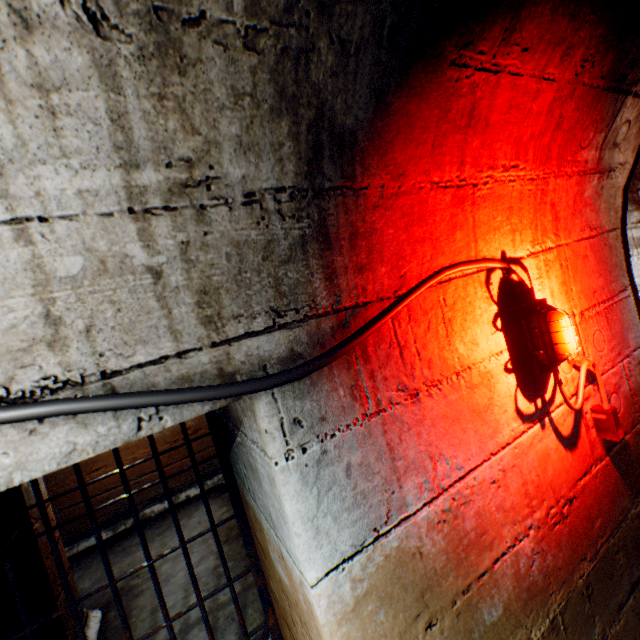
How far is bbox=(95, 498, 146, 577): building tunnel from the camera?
3.9m

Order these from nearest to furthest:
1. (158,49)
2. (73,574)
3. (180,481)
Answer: (158,49) < (73,574) < (180,481)

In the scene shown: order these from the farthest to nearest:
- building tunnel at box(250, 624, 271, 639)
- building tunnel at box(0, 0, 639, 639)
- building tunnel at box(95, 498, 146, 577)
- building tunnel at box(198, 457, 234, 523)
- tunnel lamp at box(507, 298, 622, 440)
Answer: building tunnel at box(198, 457, 234, 523)
building tunnel at box(95, 498, 146, 577)
building tunnel at box(250, 624, 271, 639)
tunnel lamp at box(507, 298, 622, 440)
building tunnel at box(0, 0, 639, 639)

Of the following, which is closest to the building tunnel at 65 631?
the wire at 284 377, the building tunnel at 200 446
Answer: the wire at 284 377

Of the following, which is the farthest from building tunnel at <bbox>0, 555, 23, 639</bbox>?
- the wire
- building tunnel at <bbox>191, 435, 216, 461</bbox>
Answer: building tunnel at <bbox>191, 435, 216, 461</bbox>

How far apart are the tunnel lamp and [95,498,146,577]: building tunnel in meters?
4.6

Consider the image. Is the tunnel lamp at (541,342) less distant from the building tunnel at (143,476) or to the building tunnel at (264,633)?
the building tunnel at (264,633)
